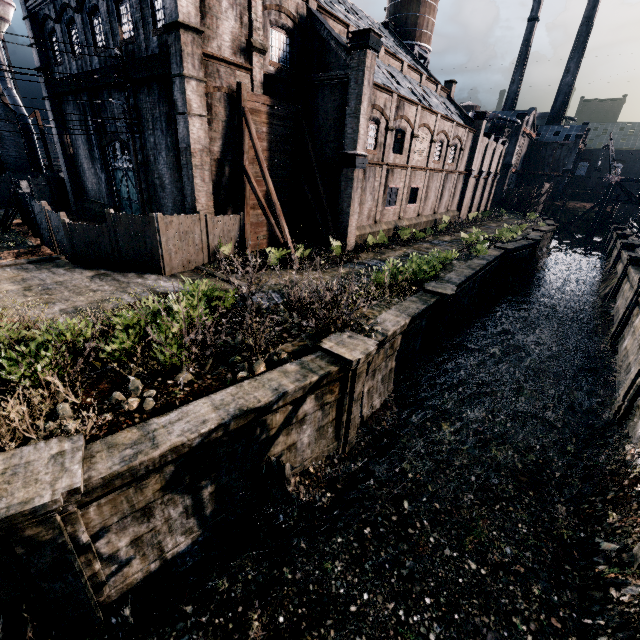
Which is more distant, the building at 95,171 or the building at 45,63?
the building at 95,171

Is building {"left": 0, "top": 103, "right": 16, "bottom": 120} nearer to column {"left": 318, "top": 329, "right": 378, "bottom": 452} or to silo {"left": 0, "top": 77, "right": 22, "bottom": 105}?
silo {"left": 0, "top": 77, "right": 22, "bottom": 105}

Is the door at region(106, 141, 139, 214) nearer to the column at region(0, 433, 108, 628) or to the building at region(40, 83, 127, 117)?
the building at region(40, 83, 127, 117)

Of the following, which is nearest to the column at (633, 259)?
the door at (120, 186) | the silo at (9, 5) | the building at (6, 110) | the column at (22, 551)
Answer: the column at (22, 551)

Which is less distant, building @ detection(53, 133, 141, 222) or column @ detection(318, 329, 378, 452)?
column @ detection(318, 329, 378, 452)

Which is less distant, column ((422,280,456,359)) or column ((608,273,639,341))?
column ((422,280,456,359))

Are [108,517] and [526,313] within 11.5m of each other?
no

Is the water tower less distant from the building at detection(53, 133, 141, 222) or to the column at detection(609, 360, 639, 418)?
the building at detection(53, 133, 141, 222)
